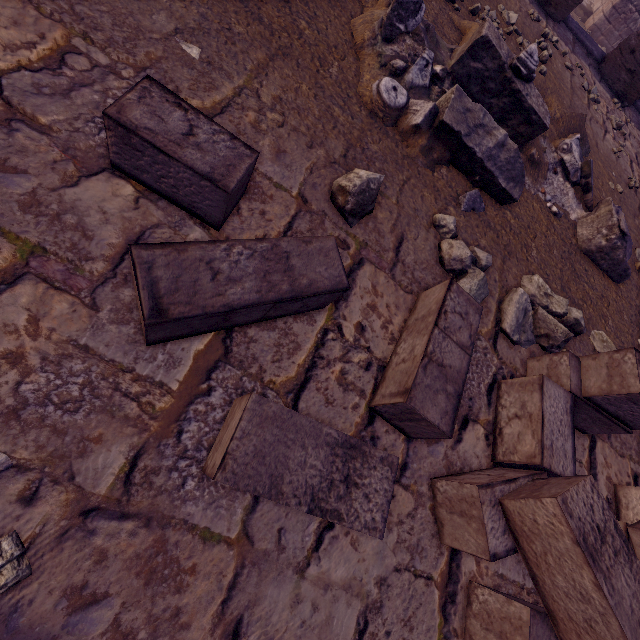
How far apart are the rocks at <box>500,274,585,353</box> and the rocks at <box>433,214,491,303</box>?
0.3 meters

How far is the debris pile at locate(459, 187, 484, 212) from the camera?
2.62m

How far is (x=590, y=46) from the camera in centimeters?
628cm

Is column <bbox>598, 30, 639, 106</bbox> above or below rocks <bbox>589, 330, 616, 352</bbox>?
above

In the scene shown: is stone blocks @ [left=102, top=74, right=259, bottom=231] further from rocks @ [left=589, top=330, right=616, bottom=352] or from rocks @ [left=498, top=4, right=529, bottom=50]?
rocks @ [left=498, top=4, right=529, bottom=50]

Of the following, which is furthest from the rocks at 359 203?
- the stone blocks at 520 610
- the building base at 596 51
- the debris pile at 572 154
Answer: the building base at 596 51

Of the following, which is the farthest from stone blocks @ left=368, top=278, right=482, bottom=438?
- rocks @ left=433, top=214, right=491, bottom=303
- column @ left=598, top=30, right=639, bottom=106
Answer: column @ left=598, top=30, right=639, bottom=106

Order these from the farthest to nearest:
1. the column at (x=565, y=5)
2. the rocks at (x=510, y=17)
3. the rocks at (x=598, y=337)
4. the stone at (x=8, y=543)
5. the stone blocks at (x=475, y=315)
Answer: the column at (x=565, y=5) < the rocks at (x=510, y=17) < the rocks at (x=598, y=337) < the stone blocks at (x=475, y=315) < the stone at (x=8, y=543)
